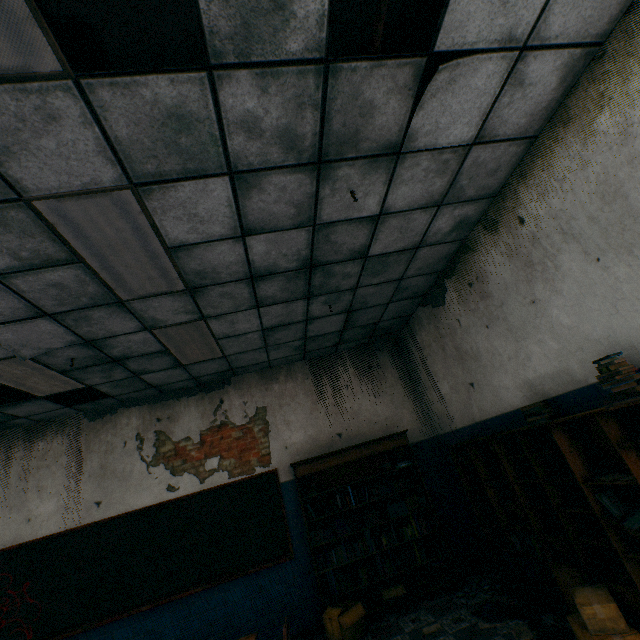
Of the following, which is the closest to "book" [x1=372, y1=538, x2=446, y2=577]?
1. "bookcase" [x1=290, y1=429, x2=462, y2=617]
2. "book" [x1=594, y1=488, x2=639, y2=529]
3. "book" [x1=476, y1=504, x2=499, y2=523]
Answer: "bookcase" [x1=290, y1=429, x2=462, y2=617]

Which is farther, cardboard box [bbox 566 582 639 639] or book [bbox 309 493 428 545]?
book [bbox 309 493 428 545]

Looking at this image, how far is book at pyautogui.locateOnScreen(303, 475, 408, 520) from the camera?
5.0m

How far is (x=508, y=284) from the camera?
3.5m

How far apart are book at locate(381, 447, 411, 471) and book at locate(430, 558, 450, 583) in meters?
1.4

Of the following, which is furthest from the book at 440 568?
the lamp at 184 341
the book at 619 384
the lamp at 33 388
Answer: the lamp at 33 388

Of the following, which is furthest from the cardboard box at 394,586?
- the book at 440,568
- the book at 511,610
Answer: the book at 511,610

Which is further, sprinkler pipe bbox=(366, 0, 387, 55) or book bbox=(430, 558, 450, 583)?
book bbox=(430, 558, 450, 583)
